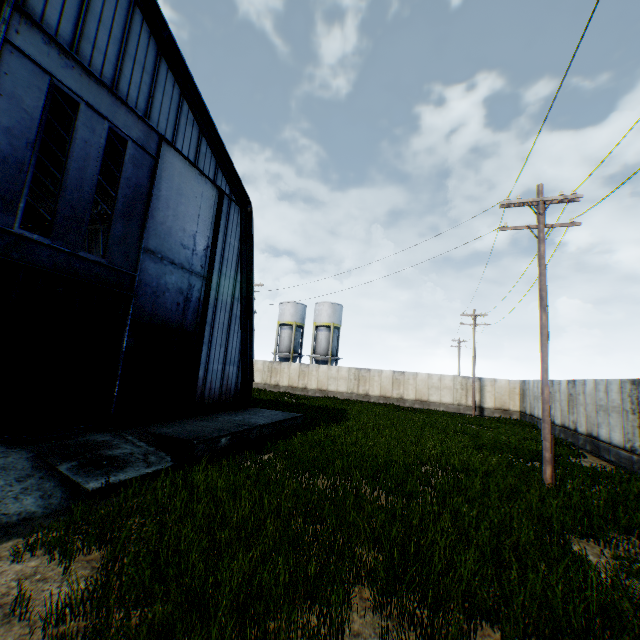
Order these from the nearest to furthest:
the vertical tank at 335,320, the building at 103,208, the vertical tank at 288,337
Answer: the building at 103,208, the vertical tank at 335,320, the vertical tank at 288,337

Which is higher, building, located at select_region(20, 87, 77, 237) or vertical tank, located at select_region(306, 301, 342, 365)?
building, located at select_region(20, 87, 77, 237)

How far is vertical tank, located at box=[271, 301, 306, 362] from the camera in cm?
4622

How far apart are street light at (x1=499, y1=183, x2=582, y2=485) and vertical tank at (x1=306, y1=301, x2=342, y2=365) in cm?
3325

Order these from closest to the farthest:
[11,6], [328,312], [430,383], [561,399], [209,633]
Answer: [209,633] < [11,6] < [561,399] < [430,383] < [328,312]

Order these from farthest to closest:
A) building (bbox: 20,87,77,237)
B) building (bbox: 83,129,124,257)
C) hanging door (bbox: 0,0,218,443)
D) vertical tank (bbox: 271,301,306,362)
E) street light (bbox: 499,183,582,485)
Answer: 1. vertical tank (bbox: 271,301,306,362)
2. building (bbox: 83,129,124,257)
3. building (bbox: 20,87,77,237)
4. street light (bbox: 499,183,582,485)
5. hanging door (bbox: 0,0,218,443)

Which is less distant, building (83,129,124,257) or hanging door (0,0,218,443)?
hanging door (0,0,218,443)

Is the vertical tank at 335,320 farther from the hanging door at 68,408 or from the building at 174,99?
the hanging door at 68,408
